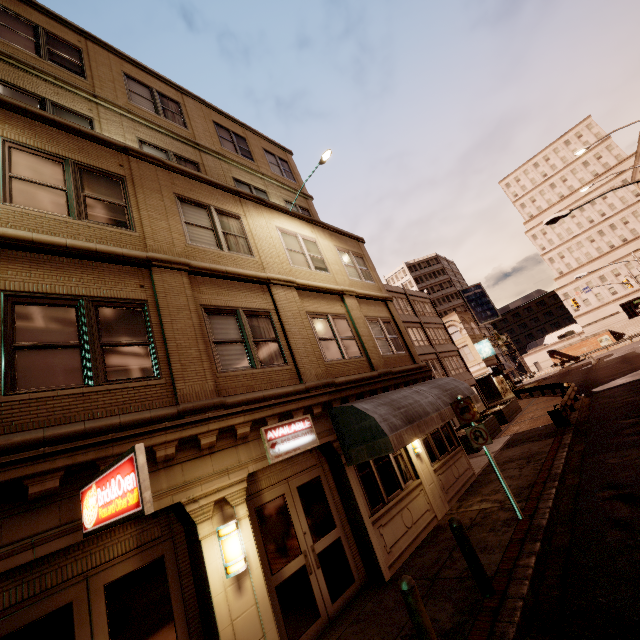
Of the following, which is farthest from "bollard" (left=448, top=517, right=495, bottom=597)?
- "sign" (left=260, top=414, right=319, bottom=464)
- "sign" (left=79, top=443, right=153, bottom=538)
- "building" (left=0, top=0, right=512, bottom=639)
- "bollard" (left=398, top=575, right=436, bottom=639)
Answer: "sign" (left=79, top=443, right=153, bottom=538)

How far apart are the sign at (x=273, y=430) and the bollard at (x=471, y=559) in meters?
3.2

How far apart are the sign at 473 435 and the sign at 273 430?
3.9 meters

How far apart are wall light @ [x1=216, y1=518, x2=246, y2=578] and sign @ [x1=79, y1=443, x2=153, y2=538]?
1.8 meters

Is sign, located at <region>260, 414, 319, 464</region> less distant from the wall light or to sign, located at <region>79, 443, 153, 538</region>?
the wall light

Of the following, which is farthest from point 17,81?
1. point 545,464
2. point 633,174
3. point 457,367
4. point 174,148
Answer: point 633,174

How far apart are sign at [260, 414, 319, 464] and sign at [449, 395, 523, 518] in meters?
3.9

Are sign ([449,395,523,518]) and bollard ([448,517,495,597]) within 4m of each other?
yes
